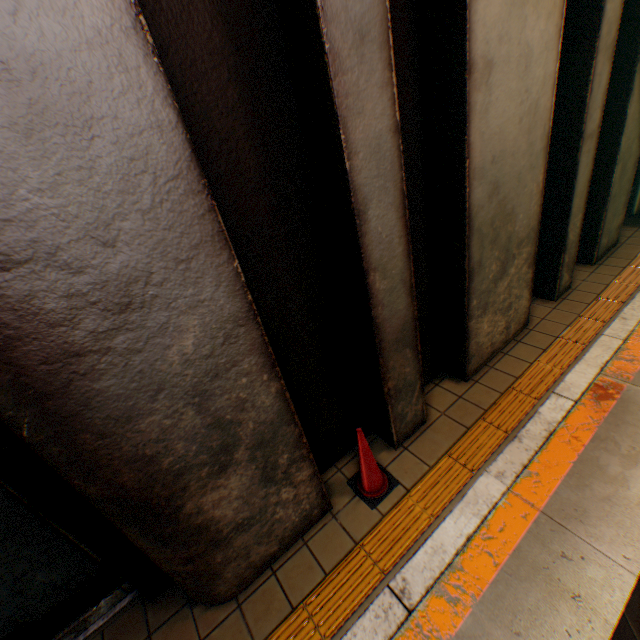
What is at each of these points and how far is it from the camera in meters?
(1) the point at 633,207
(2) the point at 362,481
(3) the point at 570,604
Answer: (1) pipe, 6.9
(2) road cone, 3.2
(3) railway, 2.2

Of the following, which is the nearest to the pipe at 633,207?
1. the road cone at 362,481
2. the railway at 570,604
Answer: the railway at 570,604

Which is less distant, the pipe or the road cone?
the road cone

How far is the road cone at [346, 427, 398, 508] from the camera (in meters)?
2.97

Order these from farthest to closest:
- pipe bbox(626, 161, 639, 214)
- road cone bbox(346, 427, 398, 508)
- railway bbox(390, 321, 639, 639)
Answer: pipe bbox(626, 161, 639, 214)
road cone bbox(346, 427, 398, 508)
railway bbox(390, 321, 639, 639)

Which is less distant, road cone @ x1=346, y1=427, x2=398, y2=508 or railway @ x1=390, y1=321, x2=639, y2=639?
railway @ x1=390, y1=321, x2=639, y2=639

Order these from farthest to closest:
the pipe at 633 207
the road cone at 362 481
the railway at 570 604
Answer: the pipe at 633 207, the road cone at 362 481, the railway at 570 604

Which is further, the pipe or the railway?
the pipe
